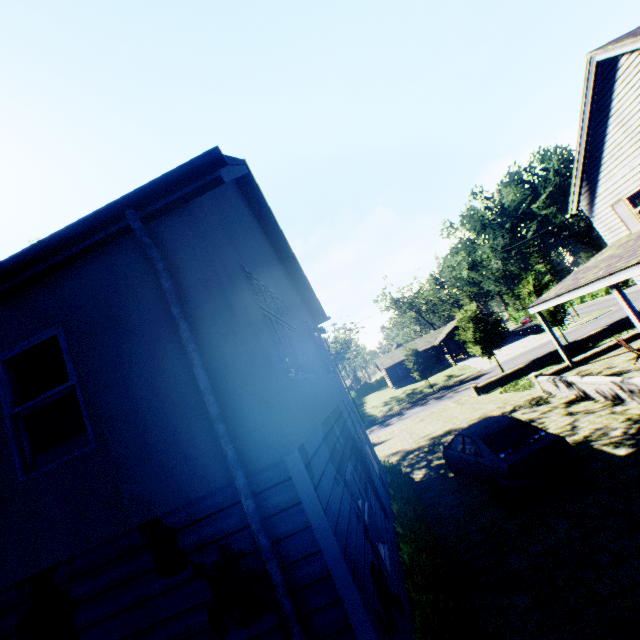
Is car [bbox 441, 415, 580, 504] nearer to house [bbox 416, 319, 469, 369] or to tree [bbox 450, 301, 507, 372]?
tree [bbox 450, 301, 507, 372]

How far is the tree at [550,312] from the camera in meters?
27.2

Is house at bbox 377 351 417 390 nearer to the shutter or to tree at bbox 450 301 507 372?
tree at bbox 450 301 507 372

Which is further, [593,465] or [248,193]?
[248,193]

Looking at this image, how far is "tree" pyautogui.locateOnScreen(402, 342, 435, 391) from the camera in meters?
38.7 m

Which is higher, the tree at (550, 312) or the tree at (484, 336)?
the tree at (484, 336)

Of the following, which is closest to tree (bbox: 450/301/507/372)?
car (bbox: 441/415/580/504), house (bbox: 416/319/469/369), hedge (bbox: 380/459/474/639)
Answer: hedge (bbox: 380/459/474/639)

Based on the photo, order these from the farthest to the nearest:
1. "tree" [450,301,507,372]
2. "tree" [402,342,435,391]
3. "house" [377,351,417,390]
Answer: "house" [377,351,417,390], "tree" [402,342,435,391], "tree" [450,301,507,372]
